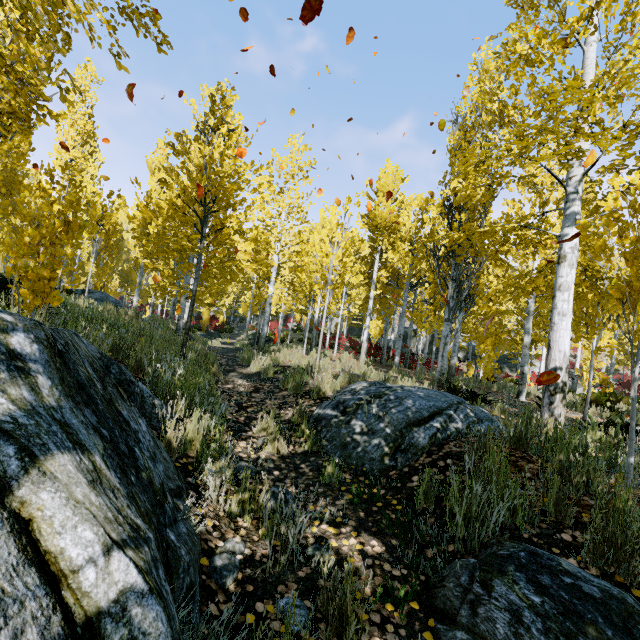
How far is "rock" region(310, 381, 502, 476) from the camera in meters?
3.6

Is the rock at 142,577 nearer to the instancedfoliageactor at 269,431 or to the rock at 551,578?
the instancedfoliageactor at 269,431

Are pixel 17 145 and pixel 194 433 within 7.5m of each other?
no

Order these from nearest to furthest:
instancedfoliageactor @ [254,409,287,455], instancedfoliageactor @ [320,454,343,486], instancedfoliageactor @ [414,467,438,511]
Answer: instancedfoliageactor @ [414,467,438,511] < instancedfoliageactor @ [320,454,343,486] < instancedfoliageactor @ [254,409,287,455]

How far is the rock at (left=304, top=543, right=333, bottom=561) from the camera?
2.2m

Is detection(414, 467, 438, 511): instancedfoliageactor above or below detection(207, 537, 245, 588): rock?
above

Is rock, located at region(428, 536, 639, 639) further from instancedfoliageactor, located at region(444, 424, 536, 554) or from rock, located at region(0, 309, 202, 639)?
rock, located at region(0, 309, 202, 639)

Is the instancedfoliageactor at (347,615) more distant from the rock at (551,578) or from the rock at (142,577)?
the rock at (142,577)
